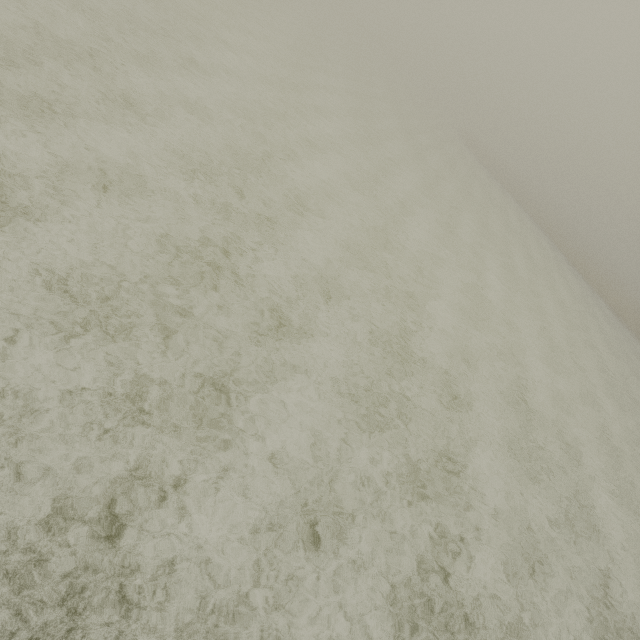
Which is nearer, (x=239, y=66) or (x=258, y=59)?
(x=239, y=66)
